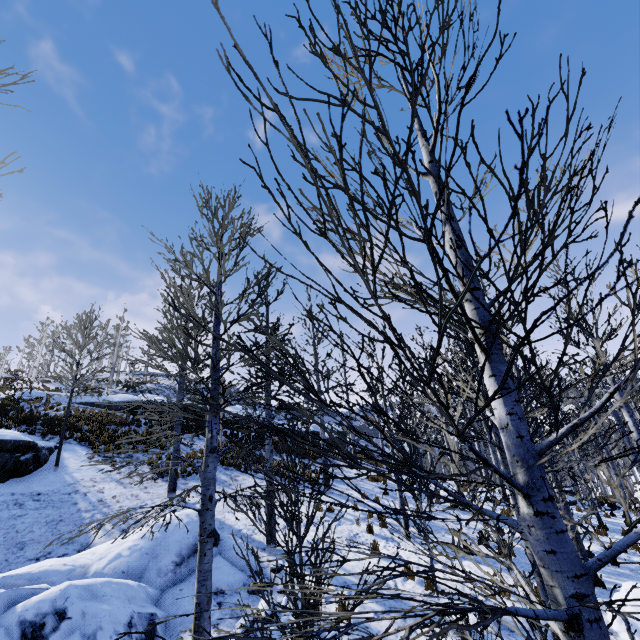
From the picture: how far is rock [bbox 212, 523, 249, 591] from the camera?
7.1 meters

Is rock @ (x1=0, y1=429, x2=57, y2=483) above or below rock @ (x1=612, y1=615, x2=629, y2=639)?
above

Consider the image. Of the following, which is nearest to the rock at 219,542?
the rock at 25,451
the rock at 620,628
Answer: the rock at 25,451

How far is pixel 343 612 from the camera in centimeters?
93cm

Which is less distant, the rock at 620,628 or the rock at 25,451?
the rock at 620,628

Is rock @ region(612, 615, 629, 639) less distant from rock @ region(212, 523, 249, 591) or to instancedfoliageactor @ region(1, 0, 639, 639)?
instancedfoliageactor @ region(1, 0, 639, 639)

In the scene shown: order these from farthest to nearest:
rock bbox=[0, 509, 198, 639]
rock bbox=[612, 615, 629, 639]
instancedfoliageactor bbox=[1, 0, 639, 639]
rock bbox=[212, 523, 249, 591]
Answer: rock bbox=[212, 523, 249, 591] → rock bbox=[612, 615, 629, 639] → rock bbox=[0, 509, 198, 639] → instancedfoliageactor bbox=[1, 0, 639, 639]

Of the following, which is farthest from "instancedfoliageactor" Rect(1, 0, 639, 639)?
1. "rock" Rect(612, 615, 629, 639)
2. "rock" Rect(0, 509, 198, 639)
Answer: "rock" Rect(0, 509, 198, 639)
